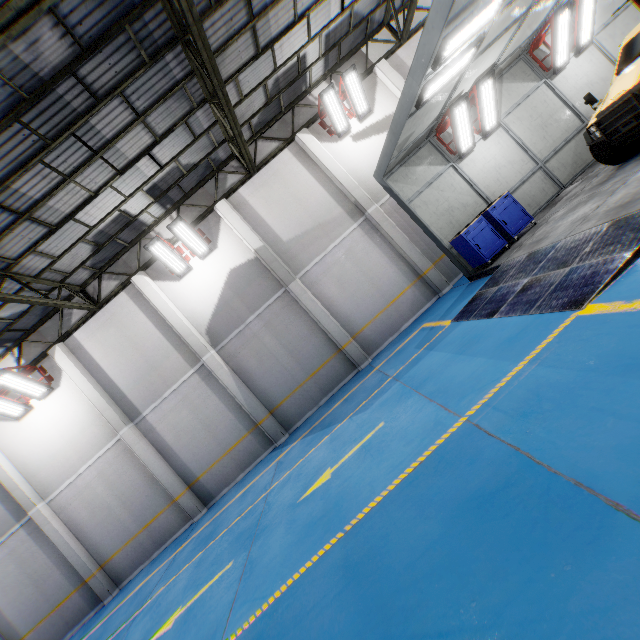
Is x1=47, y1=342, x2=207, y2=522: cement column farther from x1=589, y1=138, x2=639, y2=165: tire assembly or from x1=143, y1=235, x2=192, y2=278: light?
x1=589, y1=138, x2=639, y2=165: tire assembly

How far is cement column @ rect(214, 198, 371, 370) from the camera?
11.48m

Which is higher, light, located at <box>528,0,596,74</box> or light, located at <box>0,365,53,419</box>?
light, located at <box>0,365,53,419</box>

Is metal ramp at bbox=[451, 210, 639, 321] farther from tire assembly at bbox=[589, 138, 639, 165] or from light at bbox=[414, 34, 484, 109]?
light at bbox=[414, 34, 484, 109]

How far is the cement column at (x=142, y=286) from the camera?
11.34m

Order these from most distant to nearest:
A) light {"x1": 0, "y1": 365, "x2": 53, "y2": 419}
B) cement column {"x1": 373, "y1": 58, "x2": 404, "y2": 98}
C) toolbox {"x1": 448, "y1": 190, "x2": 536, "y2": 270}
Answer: cement column {"x1": 373, "y1": 58, "x2": 404, "y2": 98} < light {"x1": 0, "y1": 365, "x2": 53, "y2": 419} < toolbox {"x1": 448, "y1": 190, "x2": 536, "y2": 270}

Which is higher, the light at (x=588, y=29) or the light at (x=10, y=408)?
the light at (x=10, y=408)

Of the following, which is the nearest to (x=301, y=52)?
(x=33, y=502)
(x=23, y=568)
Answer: (x=33, y=502)
